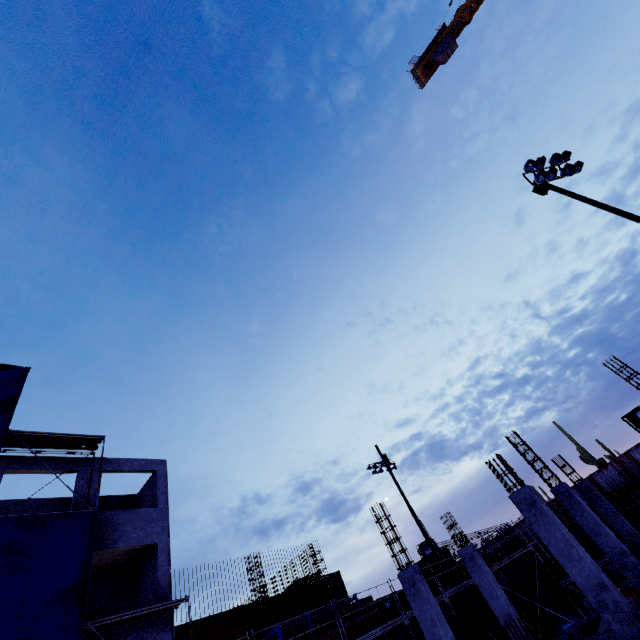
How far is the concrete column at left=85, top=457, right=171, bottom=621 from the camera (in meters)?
15.17

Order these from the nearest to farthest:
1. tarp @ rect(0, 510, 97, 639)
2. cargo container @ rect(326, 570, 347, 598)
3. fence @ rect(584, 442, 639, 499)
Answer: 1. tarp @ rect(0, 510, 97, 639)
2. cargo container @ rect(326, 570, 347, 598)
3. fence @ rect(584, 442, 639, 499)

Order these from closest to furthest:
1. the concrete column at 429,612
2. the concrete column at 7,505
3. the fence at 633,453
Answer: the concrete column at 429,612 < the concrete column at 7,505 < the fence at 633,453

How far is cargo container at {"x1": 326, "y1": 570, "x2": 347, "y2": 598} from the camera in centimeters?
2769cm

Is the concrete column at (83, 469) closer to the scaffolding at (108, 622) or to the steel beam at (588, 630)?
the scaffolding at (108, 622)

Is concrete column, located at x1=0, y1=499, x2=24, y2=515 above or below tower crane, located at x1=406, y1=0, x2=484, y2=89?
below

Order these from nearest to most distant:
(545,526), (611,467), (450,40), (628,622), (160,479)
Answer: (628,622)
(545,526)
(160,479)
(611,467)
(450,40)

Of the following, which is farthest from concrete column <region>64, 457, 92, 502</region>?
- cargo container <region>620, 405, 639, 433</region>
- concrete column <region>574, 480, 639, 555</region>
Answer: cargo container <region>620, 405, 639, 433</region>
